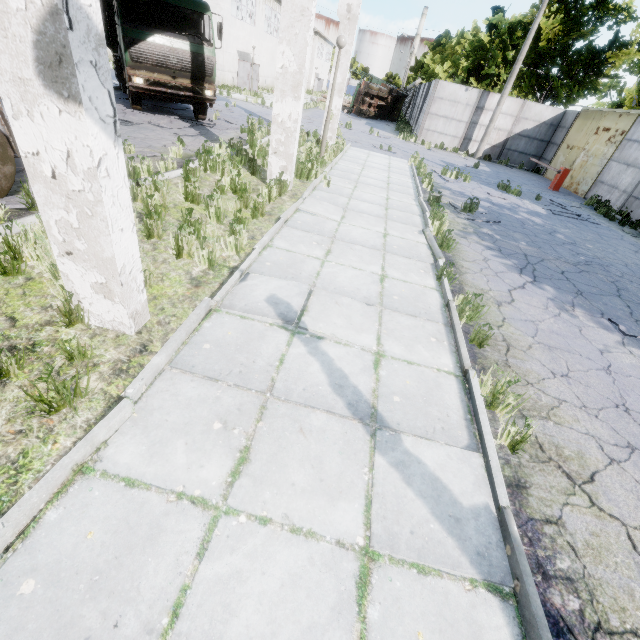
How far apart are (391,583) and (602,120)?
24.23m

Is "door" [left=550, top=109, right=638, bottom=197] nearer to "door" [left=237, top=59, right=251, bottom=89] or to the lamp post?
the lamp post

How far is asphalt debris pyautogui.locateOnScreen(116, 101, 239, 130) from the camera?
11.55m

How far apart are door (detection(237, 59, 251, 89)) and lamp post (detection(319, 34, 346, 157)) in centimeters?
2480cm

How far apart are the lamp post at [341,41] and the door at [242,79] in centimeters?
2480cm

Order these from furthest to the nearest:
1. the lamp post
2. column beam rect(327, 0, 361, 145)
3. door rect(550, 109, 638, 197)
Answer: door rect(550, 109, 638, 197)
column beam rect(327, 0, 361, 145)
the lamp post

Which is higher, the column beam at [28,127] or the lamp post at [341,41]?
the lamp post at [341,41]

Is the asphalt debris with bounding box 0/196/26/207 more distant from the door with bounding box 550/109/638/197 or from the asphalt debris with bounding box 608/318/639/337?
the door with bounding box 550/109/638/197
